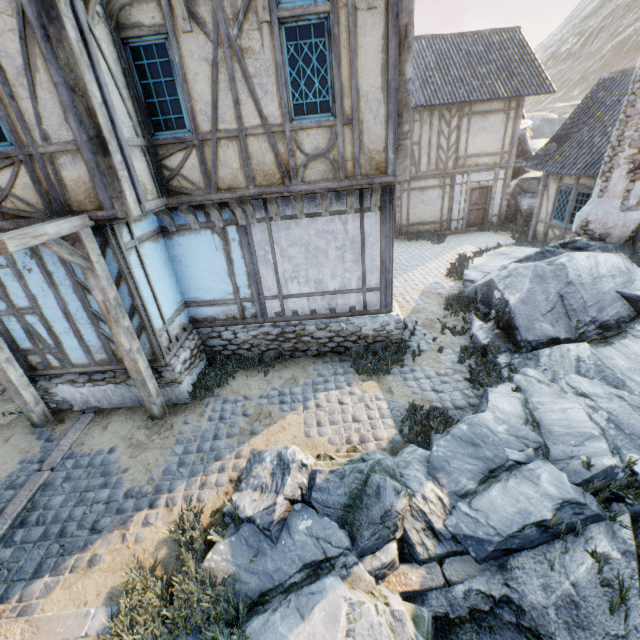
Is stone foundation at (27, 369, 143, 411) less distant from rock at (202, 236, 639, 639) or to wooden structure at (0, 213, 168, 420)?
wooden structure at (0, 213, 168, 420)

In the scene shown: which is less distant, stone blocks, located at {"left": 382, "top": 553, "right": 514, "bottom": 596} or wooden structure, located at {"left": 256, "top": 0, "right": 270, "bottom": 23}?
stone blocks, located at {"left": 382, "top": 553, "right": 514, "bottom": 596}

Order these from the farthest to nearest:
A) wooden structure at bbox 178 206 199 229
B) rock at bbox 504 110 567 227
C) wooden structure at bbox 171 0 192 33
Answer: rock at bbox 504 110 567 227
wooden structure at bbox 178 206 199 229
wooden structure at bbox 171 0 192 33

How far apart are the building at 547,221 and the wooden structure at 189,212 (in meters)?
12.56

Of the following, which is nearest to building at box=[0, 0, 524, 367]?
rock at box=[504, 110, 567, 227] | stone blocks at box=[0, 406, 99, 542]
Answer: stone blocks at box=[0, 406, 99, 542]

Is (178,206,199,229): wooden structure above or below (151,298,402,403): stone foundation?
above

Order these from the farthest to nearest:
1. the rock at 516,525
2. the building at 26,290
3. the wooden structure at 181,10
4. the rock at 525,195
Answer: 1. the rock at 525,195
2. the building at 26,290
3. the wooden structure at 181,10
4. the rock at 516,525

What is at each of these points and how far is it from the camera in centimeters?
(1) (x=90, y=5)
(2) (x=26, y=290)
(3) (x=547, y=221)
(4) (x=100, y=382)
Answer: (1) wooden structure, 431cm
(2) building, 586cm
(3) building, 1328cm
(4) stone foundation, 686cm
